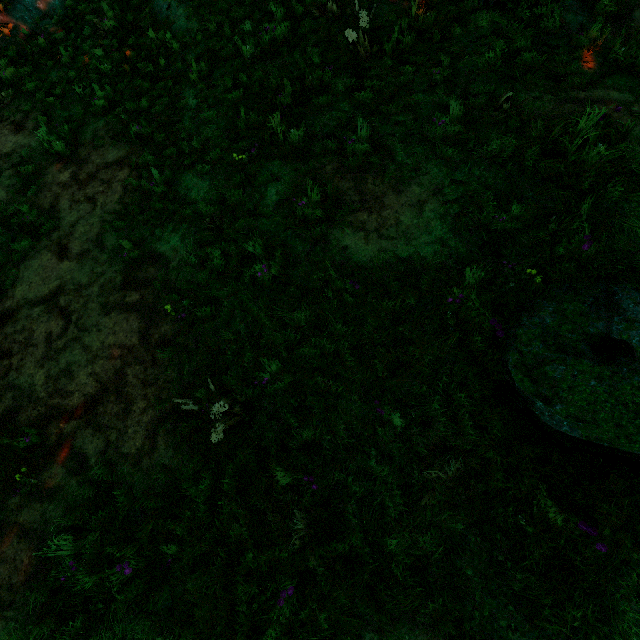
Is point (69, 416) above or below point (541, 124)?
below
